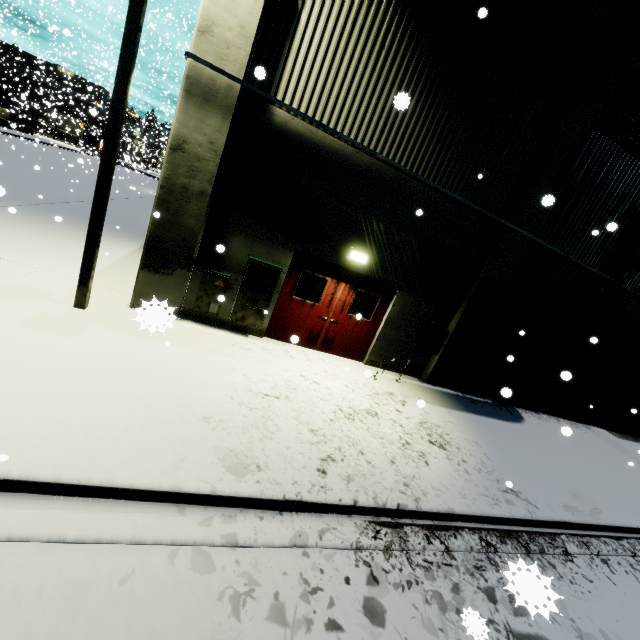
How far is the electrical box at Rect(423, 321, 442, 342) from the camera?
9.02m

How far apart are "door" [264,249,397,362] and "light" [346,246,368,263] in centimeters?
25cm

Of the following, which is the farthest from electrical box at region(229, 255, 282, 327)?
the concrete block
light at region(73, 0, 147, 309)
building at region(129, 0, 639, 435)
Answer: the concrete block

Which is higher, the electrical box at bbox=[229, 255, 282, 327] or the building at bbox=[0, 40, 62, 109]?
the building at bbox=[0, 40, 62, 109]

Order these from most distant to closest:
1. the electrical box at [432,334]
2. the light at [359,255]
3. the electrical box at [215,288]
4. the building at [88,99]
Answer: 1. the building at [88,99]
2. the electrical box at [432,334]
3. the light at [359,255]
4. the electrical box at [215,288]

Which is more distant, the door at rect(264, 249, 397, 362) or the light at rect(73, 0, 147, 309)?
the door at rect(264, 249, 397, 362)

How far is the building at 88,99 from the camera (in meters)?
37.34

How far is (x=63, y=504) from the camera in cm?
302
